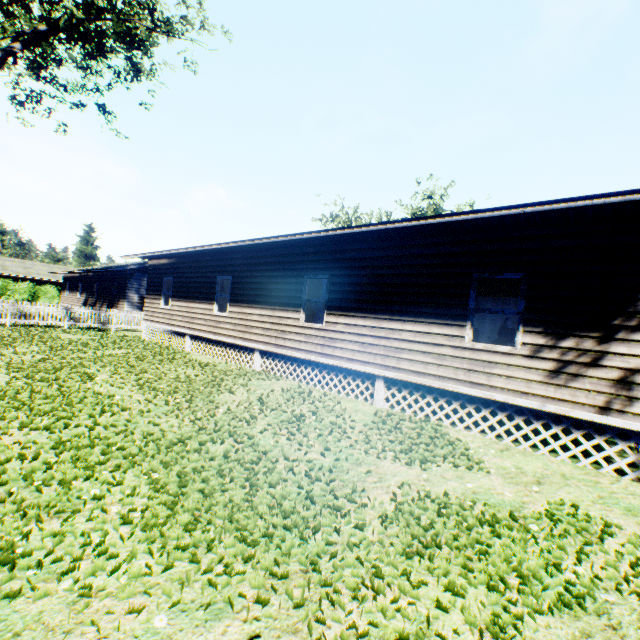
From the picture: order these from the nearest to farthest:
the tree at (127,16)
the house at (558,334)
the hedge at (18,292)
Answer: the house at (558,334) → the tree at (127,16) → the hedge at (18,292)

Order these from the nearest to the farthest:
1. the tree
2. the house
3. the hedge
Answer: the house, the tree, the hedge

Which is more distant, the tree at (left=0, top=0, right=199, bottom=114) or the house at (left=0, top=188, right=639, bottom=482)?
the tree at (left=0, top=0, right=199, bottom=114)

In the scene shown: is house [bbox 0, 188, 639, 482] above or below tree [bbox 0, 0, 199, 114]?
below

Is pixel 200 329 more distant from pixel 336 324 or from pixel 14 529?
pixel 14 529

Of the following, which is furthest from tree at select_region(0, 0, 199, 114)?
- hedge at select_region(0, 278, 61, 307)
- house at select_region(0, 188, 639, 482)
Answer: hedge at select_region(0, 278, 61, 307)

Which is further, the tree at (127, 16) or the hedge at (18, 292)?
the hedge at (18, 292)

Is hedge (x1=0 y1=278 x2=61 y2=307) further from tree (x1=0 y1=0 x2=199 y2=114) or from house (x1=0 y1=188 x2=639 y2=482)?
tree (x1=0 y1=0 x2=199 y2=114)
